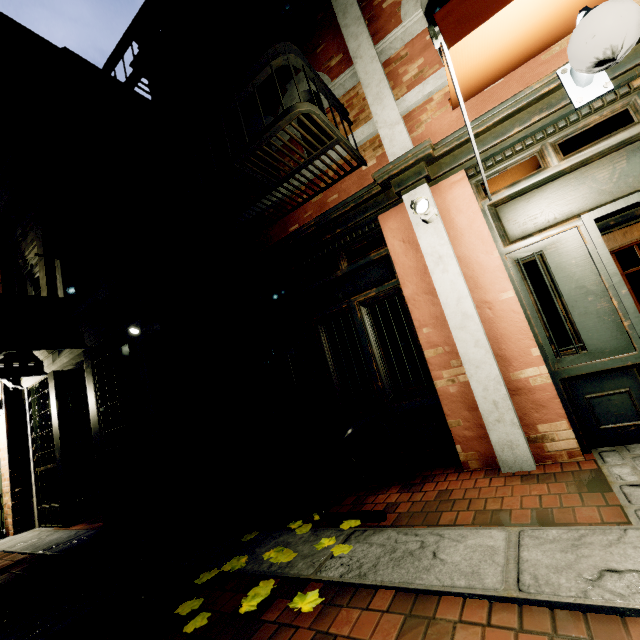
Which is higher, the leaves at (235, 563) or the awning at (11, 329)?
the awning at (11, 329)

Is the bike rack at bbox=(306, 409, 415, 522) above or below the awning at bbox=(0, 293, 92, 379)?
below

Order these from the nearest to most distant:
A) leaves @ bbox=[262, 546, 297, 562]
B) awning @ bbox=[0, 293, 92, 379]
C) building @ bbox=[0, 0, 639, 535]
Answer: leaves @ bbox=[262, 546, 297, 562]
building @ bbox=[0, 0, 639, 535]
awning @ bbox=[0, 293, 92, 379]

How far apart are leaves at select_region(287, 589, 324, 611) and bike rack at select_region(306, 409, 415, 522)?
0.90m

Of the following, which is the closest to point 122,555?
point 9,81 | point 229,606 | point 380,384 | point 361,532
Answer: point 229,606

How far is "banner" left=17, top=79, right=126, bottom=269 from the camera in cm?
452

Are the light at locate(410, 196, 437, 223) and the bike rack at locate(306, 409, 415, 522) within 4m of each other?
yes

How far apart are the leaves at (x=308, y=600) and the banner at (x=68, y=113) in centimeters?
494cm
